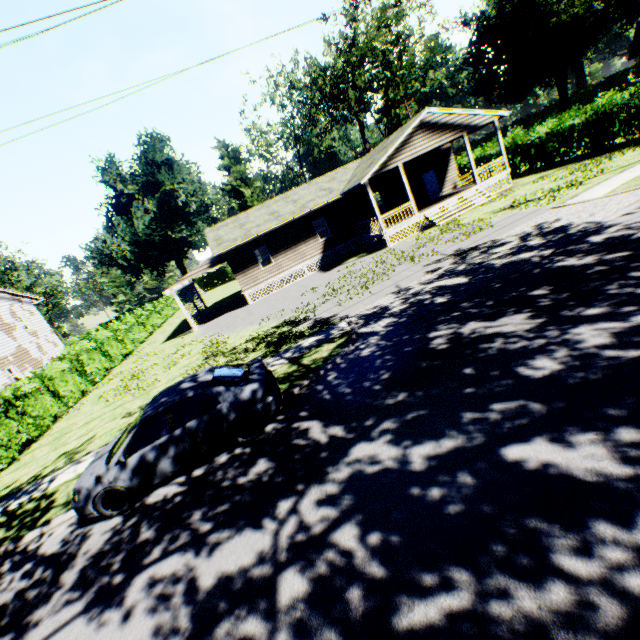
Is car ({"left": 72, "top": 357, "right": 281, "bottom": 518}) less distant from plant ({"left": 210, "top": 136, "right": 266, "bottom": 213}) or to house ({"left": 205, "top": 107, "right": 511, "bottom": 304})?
house ({"left": 205, "top": 107, "right": 511, "bottom": 304})

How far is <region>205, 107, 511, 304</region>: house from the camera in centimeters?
2042cm

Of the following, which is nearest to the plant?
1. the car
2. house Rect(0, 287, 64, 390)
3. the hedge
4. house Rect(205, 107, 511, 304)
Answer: house Rect(205, 107, 511, 304)

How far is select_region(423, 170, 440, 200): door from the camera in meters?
26.2 m

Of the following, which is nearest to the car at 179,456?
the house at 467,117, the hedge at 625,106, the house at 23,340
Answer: the house at 467,117

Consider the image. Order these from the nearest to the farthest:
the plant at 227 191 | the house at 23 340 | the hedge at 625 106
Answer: the hedge at 625 106 → the house at 23 340 → the plant at 227 191

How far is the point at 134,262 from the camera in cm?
5084

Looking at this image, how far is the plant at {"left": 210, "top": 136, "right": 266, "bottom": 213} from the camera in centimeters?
4972cm
